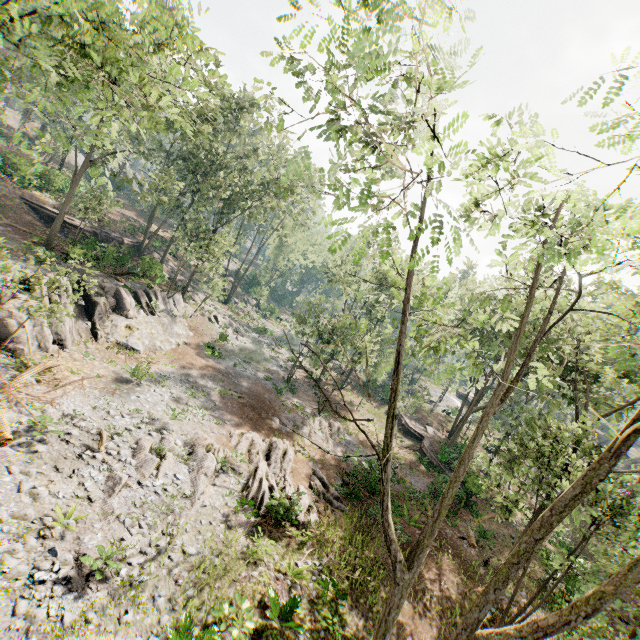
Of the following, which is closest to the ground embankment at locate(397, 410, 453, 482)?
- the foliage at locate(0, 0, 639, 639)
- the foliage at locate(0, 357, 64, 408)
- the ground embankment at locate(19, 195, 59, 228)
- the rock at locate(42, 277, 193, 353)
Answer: the foliage at locate(0, 0, 639, 639)

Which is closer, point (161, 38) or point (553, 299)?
point (553, 299)

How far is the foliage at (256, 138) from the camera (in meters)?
6.51

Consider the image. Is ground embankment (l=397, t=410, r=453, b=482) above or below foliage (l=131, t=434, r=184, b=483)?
above

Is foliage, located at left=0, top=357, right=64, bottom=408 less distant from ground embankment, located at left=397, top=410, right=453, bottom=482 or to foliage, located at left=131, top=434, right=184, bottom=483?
foliage, located at left=131, top=434, right=184, bottom=483

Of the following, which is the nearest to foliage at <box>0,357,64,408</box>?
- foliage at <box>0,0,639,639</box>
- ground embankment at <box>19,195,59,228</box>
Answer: foliage at <box>0,0,639,639</box>

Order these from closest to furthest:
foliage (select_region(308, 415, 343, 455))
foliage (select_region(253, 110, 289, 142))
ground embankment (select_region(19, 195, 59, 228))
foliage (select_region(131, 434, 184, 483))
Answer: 1. foliage (select_region(253, 110, 289, 142))
2. foliage (select_region(131, 434, 184, 483))
3. foliage (select_region(308, 415, 343, 455))
4. ground embankment (select_region(19, 195, 59, 228))

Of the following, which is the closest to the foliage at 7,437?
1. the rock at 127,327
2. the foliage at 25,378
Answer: the rock at 127,327
